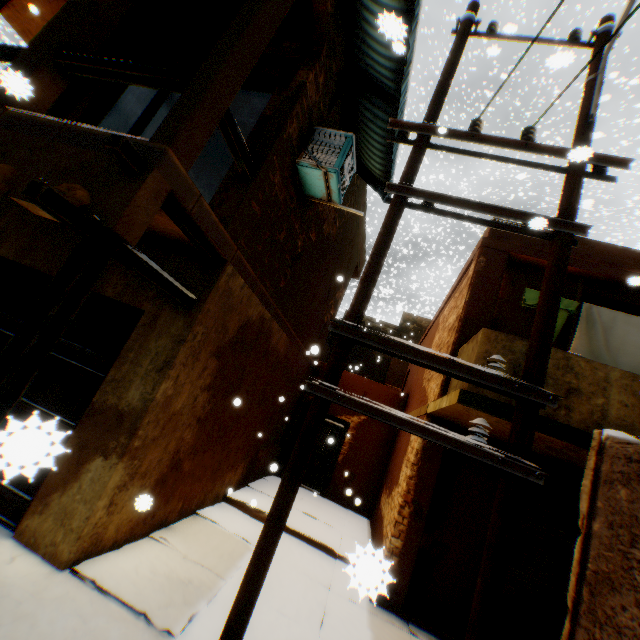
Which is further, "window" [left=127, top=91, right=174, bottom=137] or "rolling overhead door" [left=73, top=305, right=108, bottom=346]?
"window" [left=127, top=91, right=174, bottom=137]

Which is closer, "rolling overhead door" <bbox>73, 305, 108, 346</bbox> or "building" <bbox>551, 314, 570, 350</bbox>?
"rolling overhead door" <bbox>73, 305, 108, 346</bbox>

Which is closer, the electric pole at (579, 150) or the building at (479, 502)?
the electric pole at (579, 150)

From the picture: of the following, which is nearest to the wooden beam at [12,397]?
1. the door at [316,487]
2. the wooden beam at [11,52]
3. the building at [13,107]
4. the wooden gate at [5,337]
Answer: the building at [13,107]

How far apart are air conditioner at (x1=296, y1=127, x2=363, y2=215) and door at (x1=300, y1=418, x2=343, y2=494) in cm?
757

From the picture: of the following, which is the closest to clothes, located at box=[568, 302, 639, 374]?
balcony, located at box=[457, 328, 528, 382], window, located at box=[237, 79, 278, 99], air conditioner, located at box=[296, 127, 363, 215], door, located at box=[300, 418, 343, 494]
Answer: balcony, located at box=[457, 328, 528, 382]

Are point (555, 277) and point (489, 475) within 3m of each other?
no

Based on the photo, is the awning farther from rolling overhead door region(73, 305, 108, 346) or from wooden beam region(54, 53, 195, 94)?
wooden beam region(54, 53, 195, 94)
